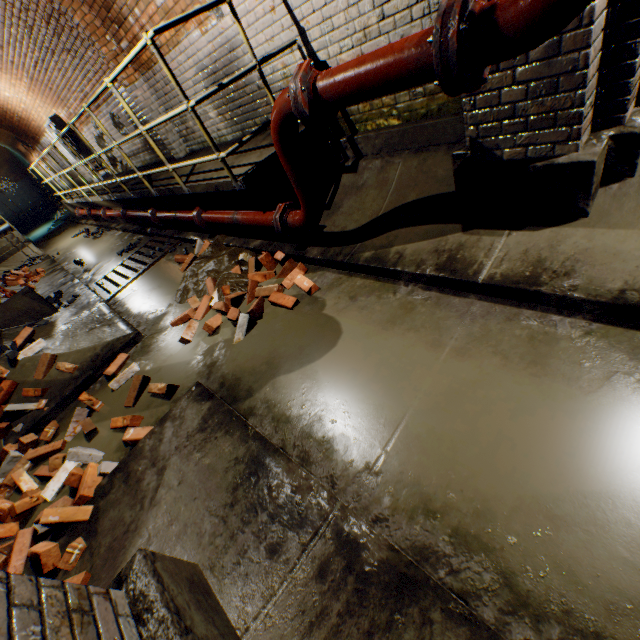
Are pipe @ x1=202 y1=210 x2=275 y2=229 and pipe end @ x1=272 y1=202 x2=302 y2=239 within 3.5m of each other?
yes

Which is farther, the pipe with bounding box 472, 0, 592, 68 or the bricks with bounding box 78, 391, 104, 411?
the bricks with bounding box 78, 391, 104, 411

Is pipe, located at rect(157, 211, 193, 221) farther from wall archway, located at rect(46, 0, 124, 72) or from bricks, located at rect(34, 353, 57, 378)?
bricks, located at rect(34, 353, 57, 378)

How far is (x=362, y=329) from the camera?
2.5 meters

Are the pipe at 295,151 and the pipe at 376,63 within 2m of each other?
yes

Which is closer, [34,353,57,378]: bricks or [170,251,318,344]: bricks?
[170,251,318,344]: bricks

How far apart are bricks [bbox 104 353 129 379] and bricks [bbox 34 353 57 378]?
0.5 meters

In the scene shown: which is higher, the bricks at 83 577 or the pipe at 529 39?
the pipe at 529 39
